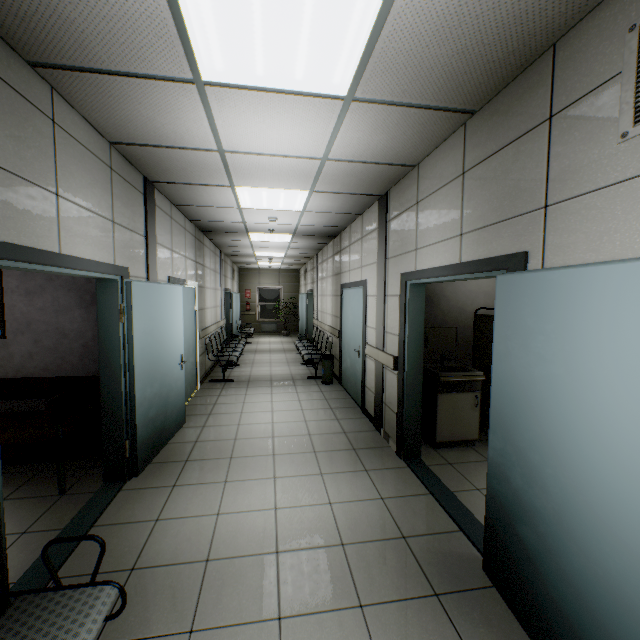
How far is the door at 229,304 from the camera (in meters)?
11.22

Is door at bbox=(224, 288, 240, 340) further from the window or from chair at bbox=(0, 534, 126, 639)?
chair at bbox=(0, 534, 126, 639)

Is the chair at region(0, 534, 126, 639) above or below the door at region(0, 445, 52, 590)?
above

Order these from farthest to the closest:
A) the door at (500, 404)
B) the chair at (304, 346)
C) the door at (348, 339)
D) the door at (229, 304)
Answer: the door at (229, 304) → the chair at (304, 346) → the door at (348, 339) → the door at (500, 404)

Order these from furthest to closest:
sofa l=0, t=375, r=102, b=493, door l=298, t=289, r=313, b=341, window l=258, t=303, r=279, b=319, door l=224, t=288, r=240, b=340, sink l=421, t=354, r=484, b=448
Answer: window l=258, t=303, r=279, b=319 < door l=298, t=289, r=313, b=341 < door l=224, t=288, r=240, b=340 < sink l=421, t=354, r=484, b=448 < sofa l=0, t=375, r=102, b=493

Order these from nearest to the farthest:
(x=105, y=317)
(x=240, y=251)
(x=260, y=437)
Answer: (x=105, y=317)
(x=260, y=437)
(x=240, y=251)

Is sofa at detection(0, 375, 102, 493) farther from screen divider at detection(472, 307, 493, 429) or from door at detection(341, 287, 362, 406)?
screen divider at detection(472, 307, 493, 429)

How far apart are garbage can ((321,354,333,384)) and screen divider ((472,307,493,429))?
3.1m
